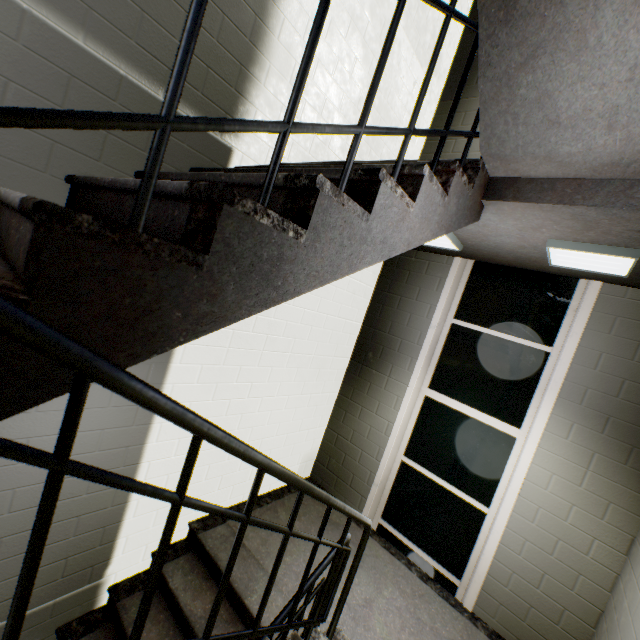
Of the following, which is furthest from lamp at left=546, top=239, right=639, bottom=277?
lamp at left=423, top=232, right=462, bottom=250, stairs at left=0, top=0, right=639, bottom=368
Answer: lamp at left=423, top=232, right=462, bottom=250

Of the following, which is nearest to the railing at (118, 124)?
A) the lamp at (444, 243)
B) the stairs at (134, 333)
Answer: the stairs at (134, 333)

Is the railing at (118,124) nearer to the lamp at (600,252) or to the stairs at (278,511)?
the stairs at (278,511)

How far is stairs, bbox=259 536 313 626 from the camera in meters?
2.5 m

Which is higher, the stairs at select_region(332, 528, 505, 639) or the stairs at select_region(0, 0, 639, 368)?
the stairs at select_region(0, 0, 639, 368)

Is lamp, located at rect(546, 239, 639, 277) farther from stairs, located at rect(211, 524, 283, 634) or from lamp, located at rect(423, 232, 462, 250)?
lamp, located at rect(423, 232, 462, 250)

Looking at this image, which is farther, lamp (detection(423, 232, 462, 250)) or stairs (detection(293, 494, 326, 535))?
stairs (detection(293, 494, 326, 535))

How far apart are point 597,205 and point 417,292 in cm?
225
